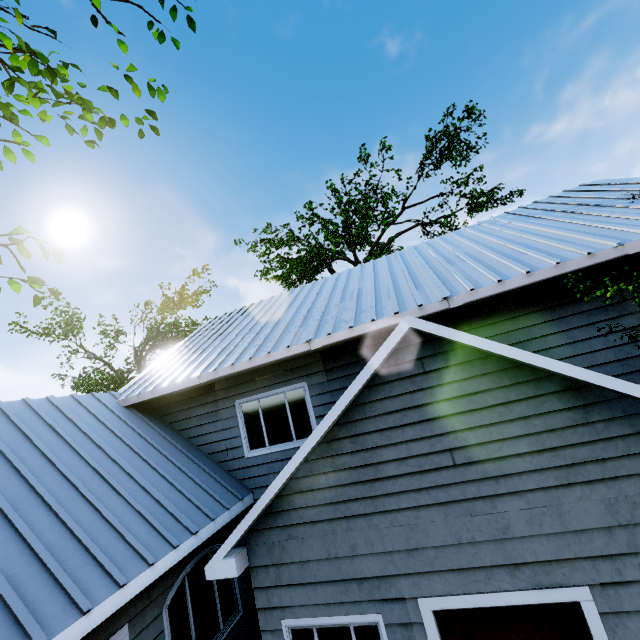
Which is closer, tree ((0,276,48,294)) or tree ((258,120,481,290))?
tree ((0,276,48,294))

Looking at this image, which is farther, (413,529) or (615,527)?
(413,529)

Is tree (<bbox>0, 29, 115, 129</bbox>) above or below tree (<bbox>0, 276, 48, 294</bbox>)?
above

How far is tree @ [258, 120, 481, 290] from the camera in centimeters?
1786cm

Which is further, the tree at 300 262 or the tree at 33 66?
the tree at 300 262
